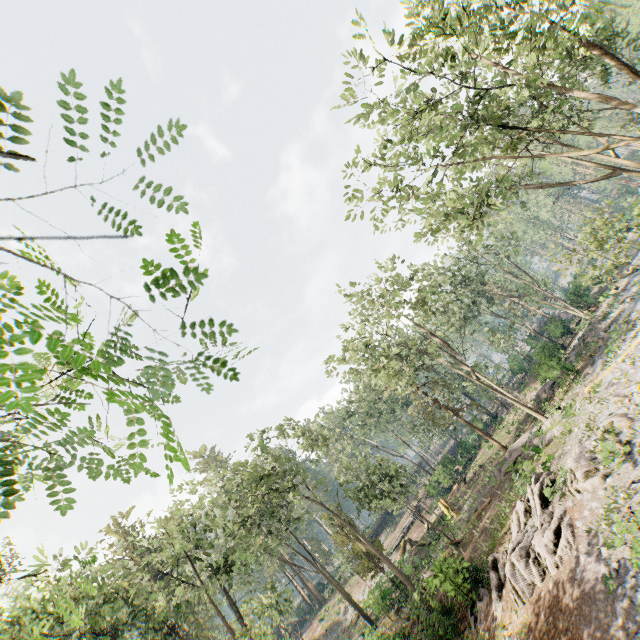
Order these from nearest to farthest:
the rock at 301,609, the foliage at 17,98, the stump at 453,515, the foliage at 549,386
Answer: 1. the foliage at 17,98
2. the foliage at 549,386
3. the stump at 453,515
4. the rock at 301,609

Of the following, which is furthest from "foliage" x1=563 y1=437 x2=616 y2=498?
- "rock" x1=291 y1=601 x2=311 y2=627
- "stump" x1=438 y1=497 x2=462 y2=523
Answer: "stump" x1=438 y1=497 x2=462 y2=523

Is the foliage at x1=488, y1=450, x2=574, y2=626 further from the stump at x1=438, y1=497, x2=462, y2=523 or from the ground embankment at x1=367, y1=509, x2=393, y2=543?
the stump at x1=438, y1=497, x2=462, y2=523

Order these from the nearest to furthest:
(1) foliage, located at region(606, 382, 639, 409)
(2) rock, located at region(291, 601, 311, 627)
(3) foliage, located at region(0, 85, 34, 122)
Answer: (3) foliage, located at region(0, 85, 34, 122)
(1) foliage, located at region(606, 382, 639, 409)
(2) rock, located at region(291, 601, 311, 627)

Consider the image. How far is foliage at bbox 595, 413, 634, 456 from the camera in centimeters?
1299cm

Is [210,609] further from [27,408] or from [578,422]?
[27,408]

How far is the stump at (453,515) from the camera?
29.42m
